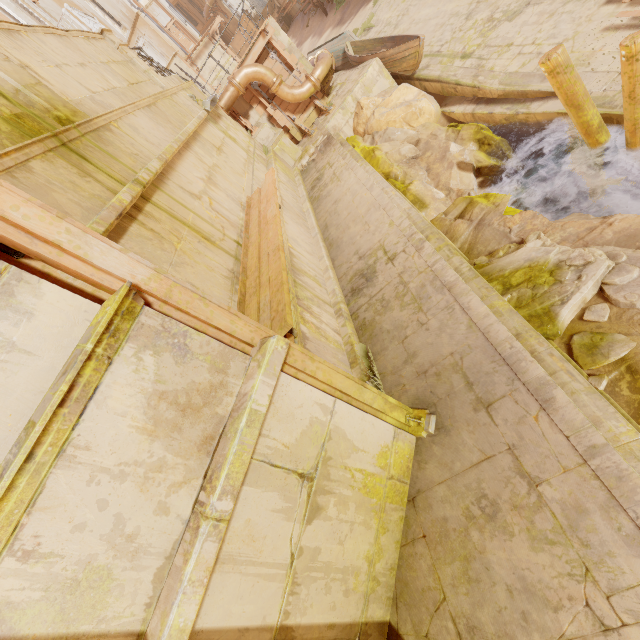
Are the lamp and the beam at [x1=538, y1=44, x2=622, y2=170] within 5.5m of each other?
no

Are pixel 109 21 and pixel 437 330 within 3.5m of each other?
no

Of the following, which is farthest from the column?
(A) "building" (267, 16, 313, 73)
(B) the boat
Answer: (A) "building" (267, 16, 313, 73)

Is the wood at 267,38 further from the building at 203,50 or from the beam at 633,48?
the beam at 633,48

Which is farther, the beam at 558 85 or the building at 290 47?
the building at 290 47

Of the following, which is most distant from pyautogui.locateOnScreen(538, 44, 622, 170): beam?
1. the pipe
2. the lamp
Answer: the pipe

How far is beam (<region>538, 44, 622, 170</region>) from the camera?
5.6 meters

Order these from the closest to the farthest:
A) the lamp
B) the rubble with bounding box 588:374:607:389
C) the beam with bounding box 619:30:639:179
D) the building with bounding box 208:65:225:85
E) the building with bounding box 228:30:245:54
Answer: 1. the rubble with bounding box 588:374:607:389
2. the beam with bounding box 619:30:639:179
3. the lamp
4. the building with bounding box 208:65:225:85
5. the building with bounding box 228:30:245:54
